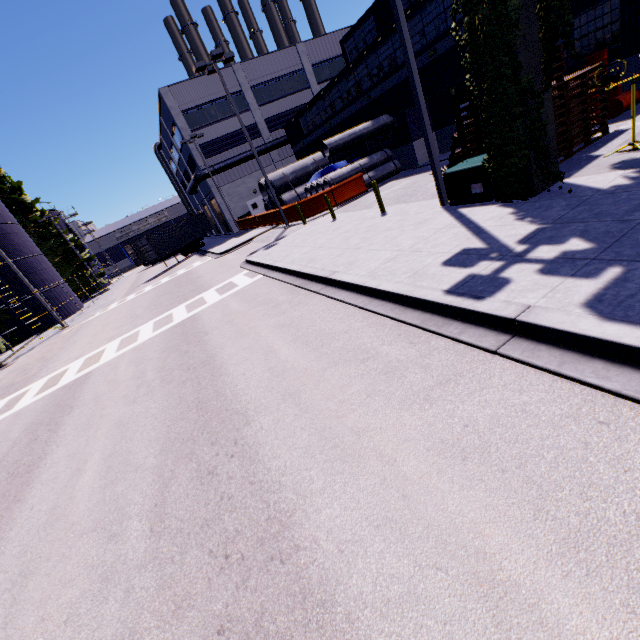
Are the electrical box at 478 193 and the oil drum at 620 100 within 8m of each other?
yes

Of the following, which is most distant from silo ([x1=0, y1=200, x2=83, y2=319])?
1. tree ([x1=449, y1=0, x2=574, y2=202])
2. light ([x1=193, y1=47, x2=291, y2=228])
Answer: light ([x1=193, y1=47, x2=291, y2=228])

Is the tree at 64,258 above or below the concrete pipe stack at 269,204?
above

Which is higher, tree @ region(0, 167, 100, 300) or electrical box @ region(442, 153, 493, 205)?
tree @ region(0, 167, 100, 300)

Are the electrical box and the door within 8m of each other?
no

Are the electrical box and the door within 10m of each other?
no

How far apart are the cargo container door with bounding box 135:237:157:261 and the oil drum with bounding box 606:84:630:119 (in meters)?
31.86

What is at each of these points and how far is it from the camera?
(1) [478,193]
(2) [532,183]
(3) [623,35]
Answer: (1) electrical box, 8.38m
(2) building, 7.09m
(3) building, 11.23m
